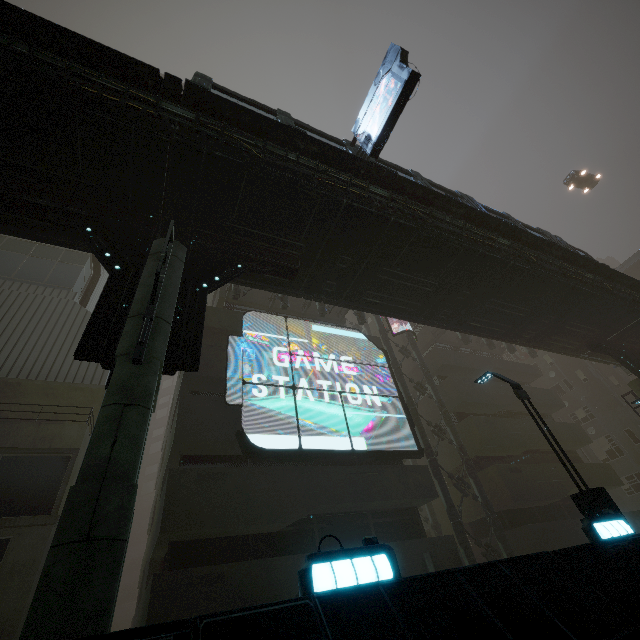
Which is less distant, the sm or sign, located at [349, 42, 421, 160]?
the sm

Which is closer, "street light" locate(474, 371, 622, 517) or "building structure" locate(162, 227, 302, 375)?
"building structure" locate(162, 227, 302, 375)

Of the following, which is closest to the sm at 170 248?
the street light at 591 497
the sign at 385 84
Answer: the sign at 385 84

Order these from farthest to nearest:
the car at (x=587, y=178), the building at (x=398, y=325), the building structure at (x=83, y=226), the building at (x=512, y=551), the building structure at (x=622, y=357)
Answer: the car at (x=587, y=178) < the building at (x=398, y=325) < the building structure at (x=622, y=357) < the building structure at (x=83, y=226) < the building at (x=512, y=551)

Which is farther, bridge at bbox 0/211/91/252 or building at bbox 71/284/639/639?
bridge at bbox 0/211/91/252

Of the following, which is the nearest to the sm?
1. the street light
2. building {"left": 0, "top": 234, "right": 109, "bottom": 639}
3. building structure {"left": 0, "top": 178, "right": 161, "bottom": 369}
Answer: building structure {"left": 0, "top": 178, "right": 161, "bottom": 369}

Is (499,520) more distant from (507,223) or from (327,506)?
(507,223)
